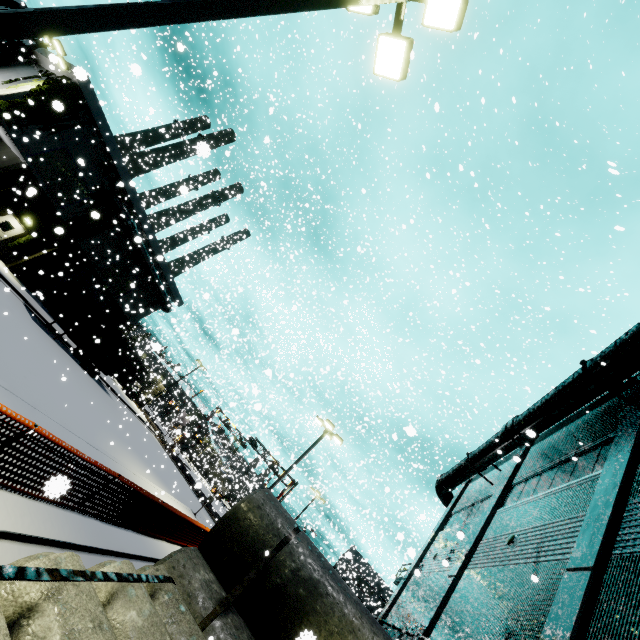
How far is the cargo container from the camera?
22.5m

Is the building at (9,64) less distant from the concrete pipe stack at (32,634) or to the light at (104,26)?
the concrete pipe stack at (32,634)

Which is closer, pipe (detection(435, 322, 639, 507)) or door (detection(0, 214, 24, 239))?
pipe (detection(435, 322, 639, 507))

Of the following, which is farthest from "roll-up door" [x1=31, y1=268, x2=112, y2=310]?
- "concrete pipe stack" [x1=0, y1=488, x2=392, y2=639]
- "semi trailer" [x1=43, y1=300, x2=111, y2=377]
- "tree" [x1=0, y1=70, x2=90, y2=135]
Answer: "tree" [x1=0, y1=70, x2=90, y2=135]

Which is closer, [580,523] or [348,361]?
[580,523]

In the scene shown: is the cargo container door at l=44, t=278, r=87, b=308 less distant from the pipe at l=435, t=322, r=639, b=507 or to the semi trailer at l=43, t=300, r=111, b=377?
the semi trailer at l=43, t=300, r=111, b=377

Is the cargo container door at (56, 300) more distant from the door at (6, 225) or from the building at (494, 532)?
the door at (6, 225)

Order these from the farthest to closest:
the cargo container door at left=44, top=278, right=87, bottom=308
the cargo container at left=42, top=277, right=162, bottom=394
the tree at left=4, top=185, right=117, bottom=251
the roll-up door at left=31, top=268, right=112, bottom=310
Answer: the roll-up door at left=31, top=268, right=112, bottom=310 < the tree at left=4, top=185, right=117, bottom=251 < the cargo container at left=42, top=277, right=162, bottom=394 < the cargo container door at left=44, top=278, right=87, bottom=308
